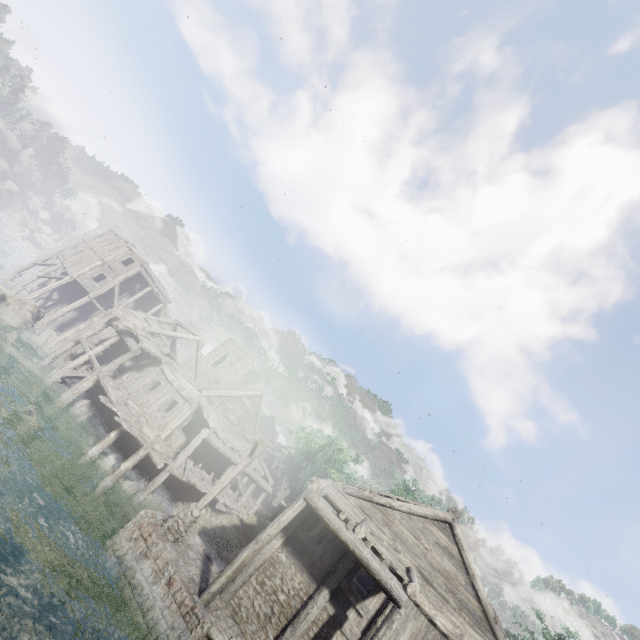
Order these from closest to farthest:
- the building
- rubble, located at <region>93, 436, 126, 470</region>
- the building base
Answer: the building base, the building, rubble, located at <region>93, 436, 126, 470</region>

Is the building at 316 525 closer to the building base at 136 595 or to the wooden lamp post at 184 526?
the building base at 136 595

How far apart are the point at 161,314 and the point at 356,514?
32.3m

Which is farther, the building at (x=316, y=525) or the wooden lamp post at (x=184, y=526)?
the wooden lamp post at (x=184, y=526)

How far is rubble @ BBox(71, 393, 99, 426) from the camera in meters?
18.8

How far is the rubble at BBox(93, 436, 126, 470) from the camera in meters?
16.2 m

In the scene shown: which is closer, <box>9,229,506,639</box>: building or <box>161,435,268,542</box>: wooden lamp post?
<box>9,229,506,639</box>: building

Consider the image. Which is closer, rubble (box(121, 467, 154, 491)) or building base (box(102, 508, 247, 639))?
building base (box(102, 508, 247, 639))
